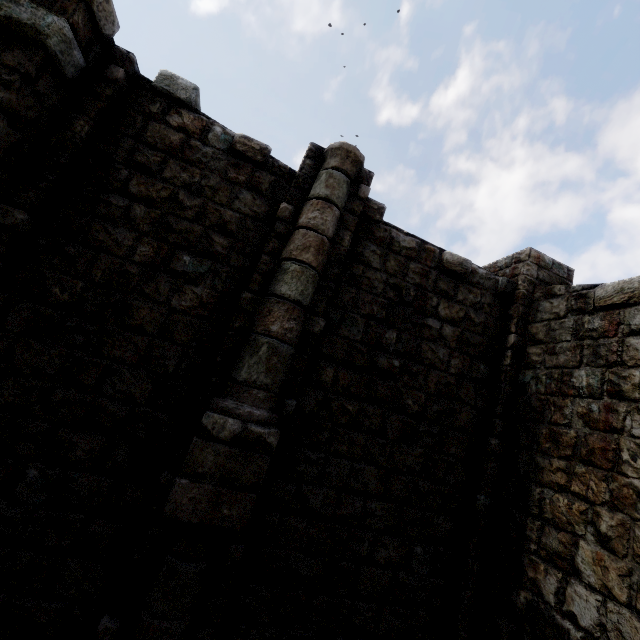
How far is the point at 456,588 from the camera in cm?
528
